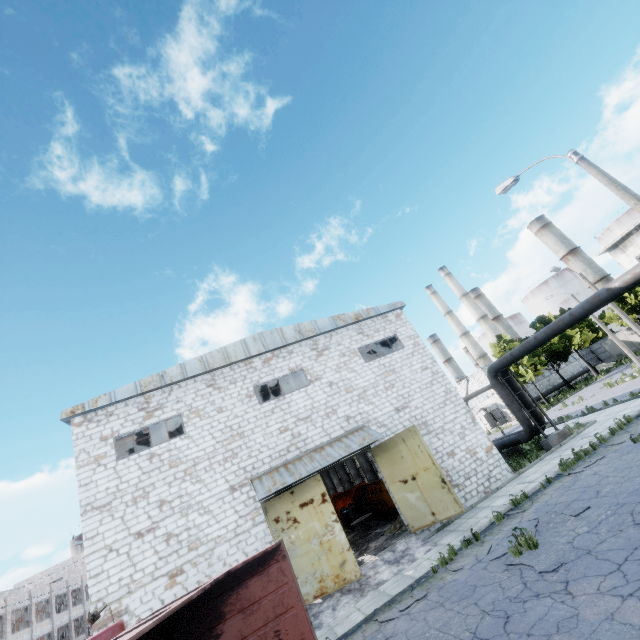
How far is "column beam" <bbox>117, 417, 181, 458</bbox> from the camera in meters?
18.0

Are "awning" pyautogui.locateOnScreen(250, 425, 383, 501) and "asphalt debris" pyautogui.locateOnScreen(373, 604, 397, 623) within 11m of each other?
yes

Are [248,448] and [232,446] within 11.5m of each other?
yes

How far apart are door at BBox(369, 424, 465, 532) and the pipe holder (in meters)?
7.71

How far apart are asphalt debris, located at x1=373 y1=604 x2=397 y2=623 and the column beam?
13.4 meters

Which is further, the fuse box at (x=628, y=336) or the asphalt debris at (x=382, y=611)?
the fuse box at (x=628, y=336)

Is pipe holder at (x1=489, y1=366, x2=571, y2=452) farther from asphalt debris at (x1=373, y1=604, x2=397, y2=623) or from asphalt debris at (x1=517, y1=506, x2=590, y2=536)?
asphalt debris at (x1=373, y1=604, x2=397, y2=623)

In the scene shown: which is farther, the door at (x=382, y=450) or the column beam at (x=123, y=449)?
the column beam at (x=123, y=449)
